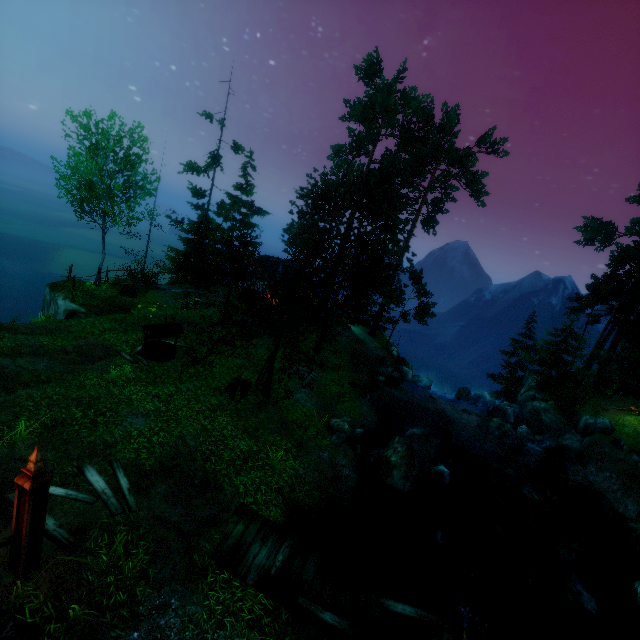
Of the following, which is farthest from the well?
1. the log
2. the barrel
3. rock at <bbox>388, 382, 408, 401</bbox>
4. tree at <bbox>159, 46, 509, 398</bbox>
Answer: rock at <bbox>388, 382, 408, 401</bbox>

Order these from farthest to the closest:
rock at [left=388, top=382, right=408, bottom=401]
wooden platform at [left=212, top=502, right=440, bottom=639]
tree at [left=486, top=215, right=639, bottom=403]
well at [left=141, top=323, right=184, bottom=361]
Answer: tree at [left=486, top=215, right=639, bottom=403] → rock at [left=388, top=382, right=408, bottom=401] → well at [left=141, top=323, right=184, bottom=361] → wooden platform at [left=212, top=502, right=440, bottom=639]

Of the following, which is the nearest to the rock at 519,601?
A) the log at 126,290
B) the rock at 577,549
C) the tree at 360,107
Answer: the rock at 577,549

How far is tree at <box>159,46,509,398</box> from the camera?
14.7 meters

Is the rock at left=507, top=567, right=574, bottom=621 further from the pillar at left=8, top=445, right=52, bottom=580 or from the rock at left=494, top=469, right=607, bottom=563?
the pillar at left=8, top=445, right=52, bottom=580

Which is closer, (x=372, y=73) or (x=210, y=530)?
(x=210, y=530)

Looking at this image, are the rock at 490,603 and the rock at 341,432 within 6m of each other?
yes

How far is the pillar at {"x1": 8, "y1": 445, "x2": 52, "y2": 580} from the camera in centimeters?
518cm
